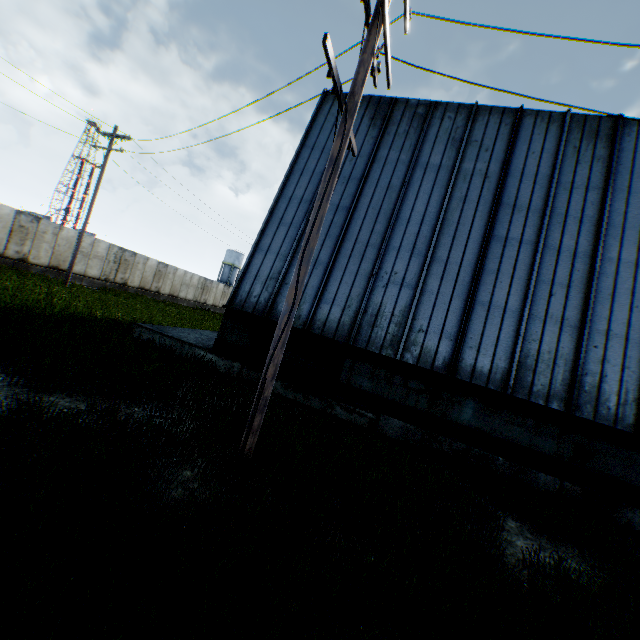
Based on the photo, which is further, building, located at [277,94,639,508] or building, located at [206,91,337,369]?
building, located at [206,91,337,369]

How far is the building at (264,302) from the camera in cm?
1031

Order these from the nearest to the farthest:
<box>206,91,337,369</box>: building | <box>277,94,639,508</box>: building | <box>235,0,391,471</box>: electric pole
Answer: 1. <box>235,0,391,471</box>: electric pole
2. <box>277,94,639,508</box>: building
3. <box>206,91,337,369</box>: building

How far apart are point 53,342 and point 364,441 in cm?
761

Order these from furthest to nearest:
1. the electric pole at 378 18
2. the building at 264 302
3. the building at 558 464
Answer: the building at 264 302
the building at 558 464
the electric pole at 378 18

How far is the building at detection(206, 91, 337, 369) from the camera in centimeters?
1031cm

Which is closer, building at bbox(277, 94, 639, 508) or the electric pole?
the electric pole
